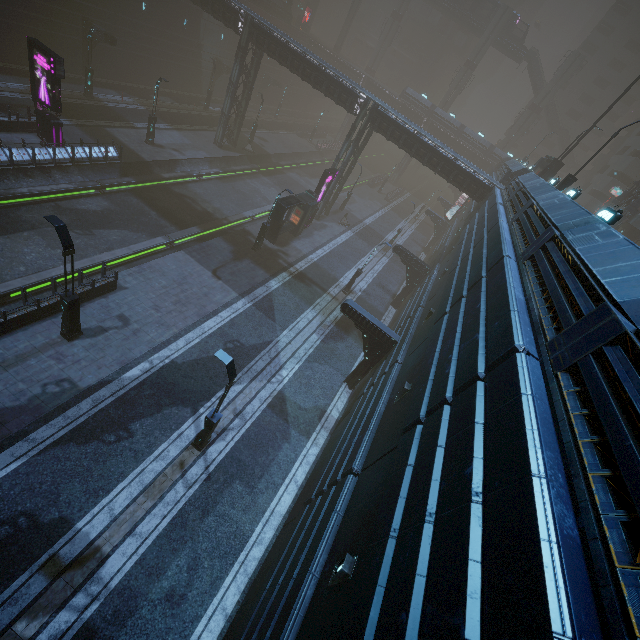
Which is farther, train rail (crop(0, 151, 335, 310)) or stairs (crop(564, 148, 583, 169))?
stairs (crop(564, 148, 583, 169))

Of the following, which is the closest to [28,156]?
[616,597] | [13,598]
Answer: [13,598]

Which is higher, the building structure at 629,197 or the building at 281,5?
the building structure at 629,197

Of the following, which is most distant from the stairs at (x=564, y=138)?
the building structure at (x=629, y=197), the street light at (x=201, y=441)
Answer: the street light at (x=201, y=441)

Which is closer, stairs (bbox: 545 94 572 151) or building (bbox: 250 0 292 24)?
building (bbox: 250 0 292 24)

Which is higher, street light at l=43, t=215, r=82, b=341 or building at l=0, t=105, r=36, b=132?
street light at l=43, t=215, r=82, b=341

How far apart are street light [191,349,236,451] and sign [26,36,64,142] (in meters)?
21.53

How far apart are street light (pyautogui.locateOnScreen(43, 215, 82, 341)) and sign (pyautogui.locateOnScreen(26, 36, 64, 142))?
14.82m
